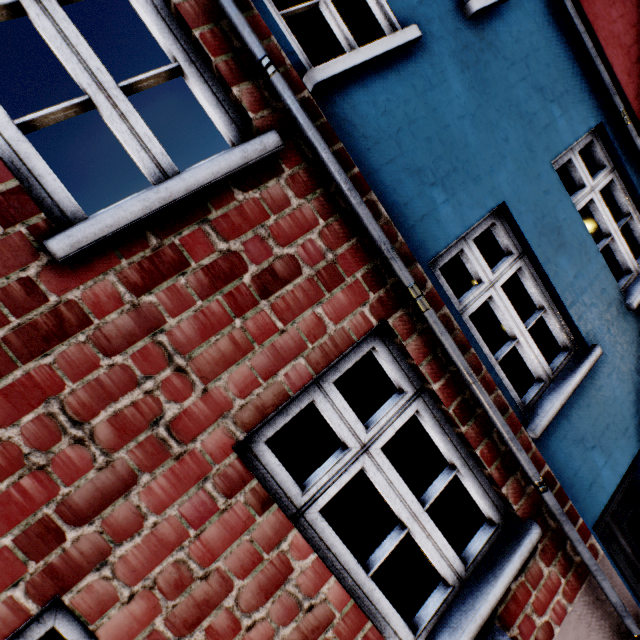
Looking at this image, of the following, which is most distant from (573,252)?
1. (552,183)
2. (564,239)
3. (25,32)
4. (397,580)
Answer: (25,32)
